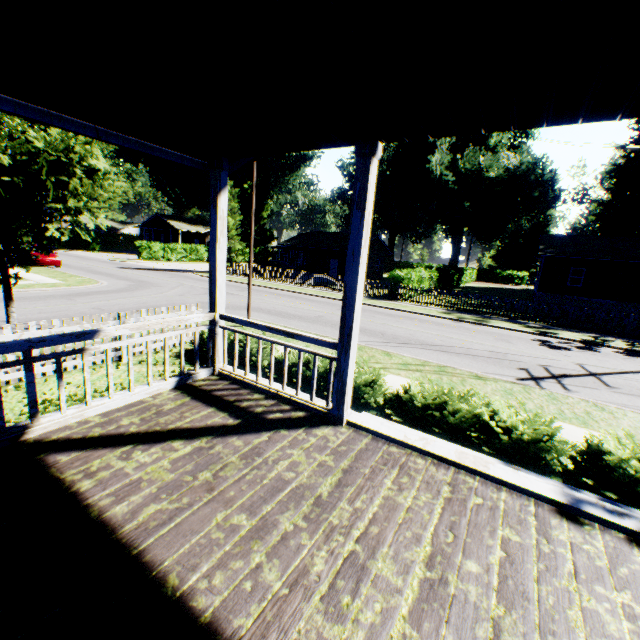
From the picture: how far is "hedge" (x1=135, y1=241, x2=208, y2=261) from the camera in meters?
39.8 m

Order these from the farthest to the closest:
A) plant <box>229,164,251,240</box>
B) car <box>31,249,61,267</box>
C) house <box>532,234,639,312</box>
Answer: plant <box>229,164,251,240</box>, house <box>532,234,639,312</box>, car <box>31,249,61,267</box>

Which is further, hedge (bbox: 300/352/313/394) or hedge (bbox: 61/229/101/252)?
hedge (bbox: 61/229/101/252)

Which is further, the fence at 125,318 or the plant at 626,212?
the plant at 626,212

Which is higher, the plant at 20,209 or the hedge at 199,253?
the plant at 20,209

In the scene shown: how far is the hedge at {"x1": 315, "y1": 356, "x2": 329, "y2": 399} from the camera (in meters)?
6.89

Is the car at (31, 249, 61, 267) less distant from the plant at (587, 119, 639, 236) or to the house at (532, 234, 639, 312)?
the house at (532, 234, 639, 312)

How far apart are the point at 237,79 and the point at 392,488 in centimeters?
387cm
